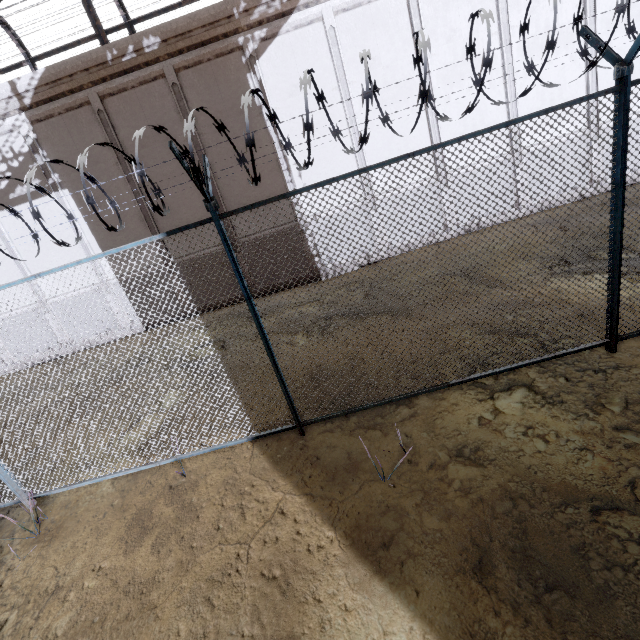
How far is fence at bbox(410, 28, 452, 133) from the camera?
2.5m

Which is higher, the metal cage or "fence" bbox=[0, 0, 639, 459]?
the metal cage

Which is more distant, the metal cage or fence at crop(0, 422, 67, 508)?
the metal cage

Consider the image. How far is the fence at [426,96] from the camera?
2.53m

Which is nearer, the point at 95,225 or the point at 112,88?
the point at 112,88

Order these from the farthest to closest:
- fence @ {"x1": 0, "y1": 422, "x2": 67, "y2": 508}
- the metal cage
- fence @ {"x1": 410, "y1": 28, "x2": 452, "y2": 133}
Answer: the metal cage → fence @ {"x1": 0, "y1": 422, "x2": 67, "y2": 508} → fence @ {"x1": 410, "y1": 28, "x2": 452, "y2": 133}

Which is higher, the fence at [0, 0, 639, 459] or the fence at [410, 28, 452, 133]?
the fence at [410, 28, 452, 133]

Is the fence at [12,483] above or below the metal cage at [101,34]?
below
